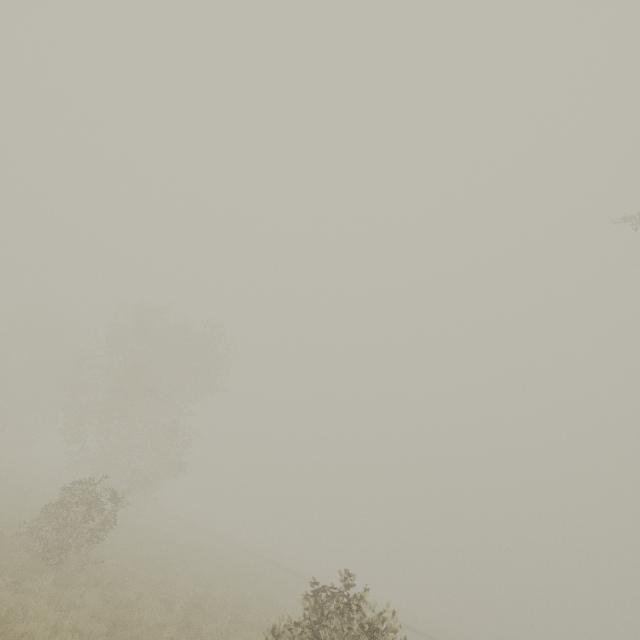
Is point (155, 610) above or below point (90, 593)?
above

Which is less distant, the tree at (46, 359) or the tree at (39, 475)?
the tree at (46, 359)

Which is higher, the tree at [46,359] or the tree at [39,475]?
the tree at [46,359]

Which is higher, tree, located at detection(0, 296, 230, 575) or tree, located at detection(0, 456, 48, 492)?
tree, located at detection(0, 296, 230, 575)

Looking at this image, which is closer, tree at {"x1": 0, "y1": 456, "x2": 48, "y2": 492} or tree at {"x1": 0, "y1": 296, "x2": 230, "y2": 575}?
tree at {"x1": 0, "y1": 296, "x2": 230, "y2": 575}
